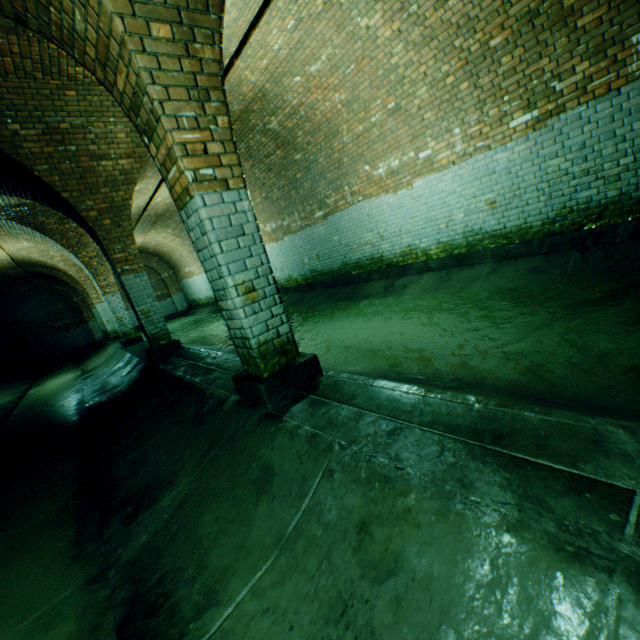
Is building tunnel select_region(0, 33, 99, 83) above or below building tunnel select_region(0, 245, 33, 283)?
above

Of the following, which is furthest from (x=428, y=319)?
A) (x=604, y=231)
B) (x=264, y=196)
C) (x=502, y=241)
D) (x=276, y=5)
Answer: (x=264, y=196)

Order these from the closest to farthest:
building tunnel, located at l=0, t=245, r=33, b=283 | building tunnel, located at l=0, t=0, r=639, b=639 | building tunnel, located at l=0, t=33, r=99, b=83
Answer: building tunnel, located at l=0, t=0, r=639, b=639 → building tunnel, located at l=0, t=33, r=99, b=83 → building tunnel, located at l=0, t=245, r=33, b=283

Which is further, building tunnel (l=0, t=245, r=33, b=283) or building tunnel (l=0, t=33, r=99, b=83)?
building tunnel (l=0, t=245, r=33, b=283)

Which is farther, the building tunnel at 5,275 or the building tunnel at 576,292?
the building tunnel at 5,275
